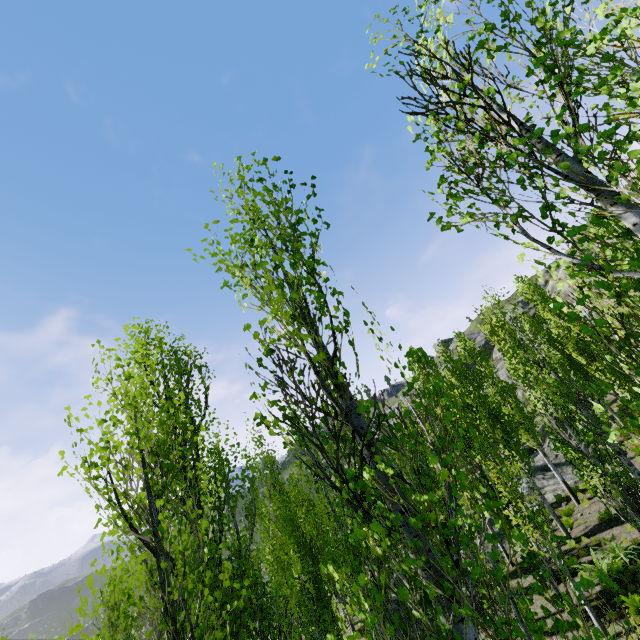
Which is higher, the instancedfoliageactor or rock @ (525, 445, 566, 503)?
the instancedfoliageactor

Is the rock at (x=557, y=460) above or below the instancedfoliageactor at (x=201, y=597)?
below

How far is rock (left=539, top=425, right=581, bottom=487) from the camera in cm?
2055

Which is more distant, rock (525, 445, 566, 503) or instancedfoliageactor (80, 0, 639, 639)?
rock (525, 445, 566, 503)

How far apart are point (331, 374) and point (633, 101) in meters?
2.5
